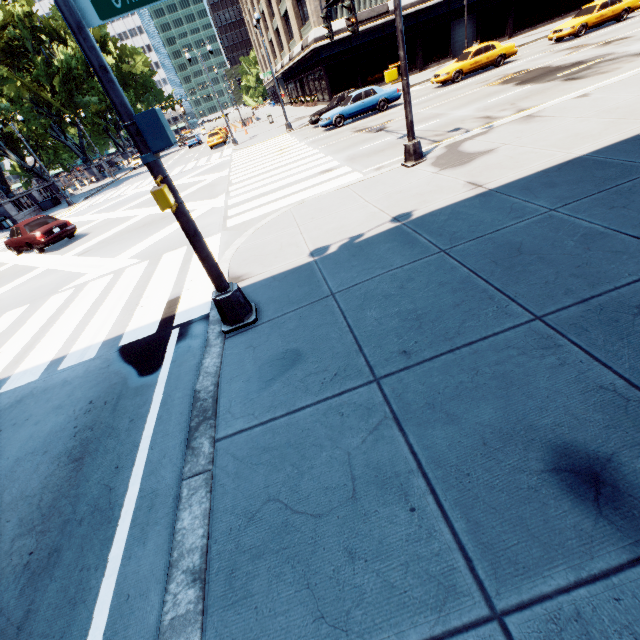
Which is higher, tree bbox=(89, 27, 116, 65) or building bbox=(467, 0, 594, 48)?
tree bbox=(89, 27, 116, 65)

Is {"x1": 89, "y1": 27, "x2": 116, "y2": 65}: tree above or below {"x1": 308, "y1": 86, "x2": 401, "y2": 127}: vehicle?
above

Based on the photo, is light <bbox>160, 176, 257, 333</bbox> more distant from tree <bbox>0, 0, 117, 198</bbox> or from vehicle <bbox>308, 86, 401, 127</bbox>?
tree <bbox>0, 0, 117, 198</bbox>

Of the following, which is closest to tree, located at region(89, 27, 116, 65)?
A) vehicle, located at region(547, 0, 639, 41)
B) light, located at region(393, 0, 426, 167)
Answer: light, located at region(393, 0, 426, 167)

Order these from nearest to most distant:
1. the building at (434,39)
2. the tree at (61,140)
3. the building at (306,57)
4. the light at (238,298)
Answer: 1. the light at (238,298)
2. the building at (306,57)
3. the building at (434,39)
4. the tree at (61,140)

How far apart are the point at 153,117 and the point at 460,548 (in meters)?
4.98

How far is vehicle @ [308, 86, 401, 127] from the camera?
19.8m

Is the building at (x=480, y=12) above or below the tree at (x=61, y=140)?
below
